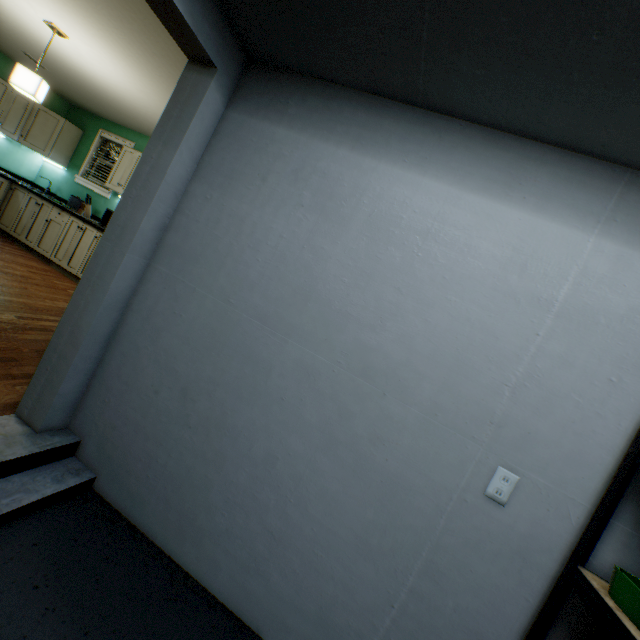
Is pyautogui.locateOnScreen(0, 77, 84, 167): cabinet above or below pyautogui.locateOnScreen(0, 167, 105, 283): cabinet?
above

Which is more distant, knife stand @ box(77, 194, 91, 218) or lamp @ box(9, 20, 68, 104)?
knife stand @ box(77, 194, 91, 218)

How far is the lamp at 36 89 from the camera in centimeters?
297cm

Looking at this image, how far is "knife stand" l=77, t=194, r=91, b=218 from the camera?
4.9m

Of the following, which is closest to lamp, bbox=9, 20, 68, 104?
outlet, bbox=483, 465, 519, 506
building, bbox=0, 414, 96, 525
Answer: building, bbox=0, 414, 96, 525

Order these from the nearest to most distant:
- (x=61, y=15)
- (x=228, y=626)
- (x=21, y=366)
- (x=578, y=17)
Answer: (x=578, y=17)
(x=228, y=626)
(x=21, y=366)
(x=61, y=15)

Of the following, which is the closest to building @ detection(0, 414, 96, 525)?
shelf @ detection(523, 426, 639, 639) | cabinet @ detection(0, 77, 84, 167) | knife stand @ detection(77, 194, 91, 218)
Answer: shelf @ detection(523, 426, 639, 639)

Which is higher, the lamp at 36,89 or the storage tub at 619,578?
the lamp at 36,89
